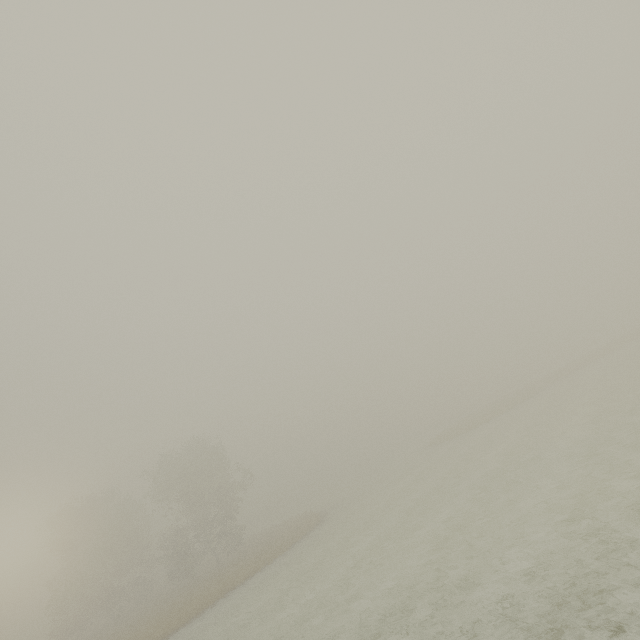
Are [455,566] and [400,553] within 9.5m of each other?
yes
